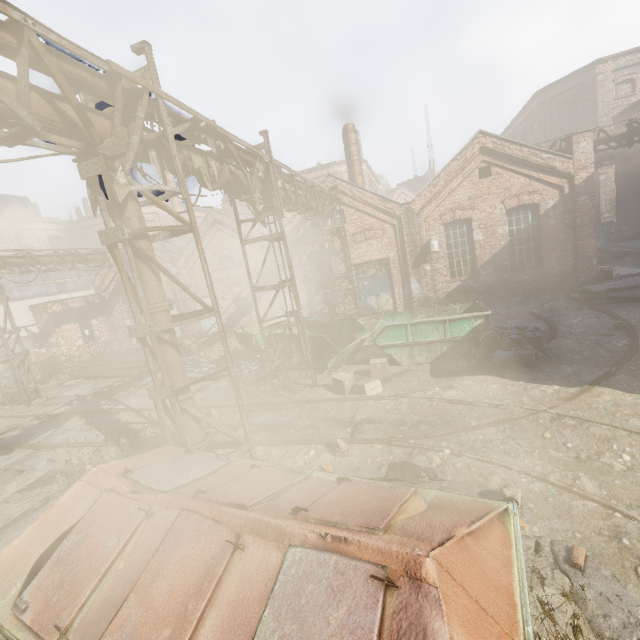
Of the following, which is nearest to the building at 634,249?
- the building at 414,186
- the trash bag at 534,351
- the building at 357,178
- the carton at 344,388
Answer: the trash bag at 534,351

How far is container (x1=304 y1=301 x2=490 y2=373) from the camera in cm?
936

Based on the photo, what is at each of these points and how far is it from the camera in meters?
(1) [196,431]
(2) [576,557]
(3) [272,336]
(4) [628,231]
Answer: (1) pipe, 5.2 m
(2) instancedfoliageactor, 3.4 m
(3) container, 12.1 m
(4) trash bag, 19.5 m

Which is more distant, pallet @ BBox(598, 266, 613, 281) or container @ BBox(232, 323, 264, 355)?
pallet @ BBox(598, 266, 613, 281)

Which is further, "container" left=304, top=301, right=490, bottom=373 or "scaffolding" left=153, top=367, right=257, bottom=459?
"container" left=304, top=301, right=490, bottom=373

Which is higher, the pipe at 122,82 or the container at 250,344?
the pipe at 122,82

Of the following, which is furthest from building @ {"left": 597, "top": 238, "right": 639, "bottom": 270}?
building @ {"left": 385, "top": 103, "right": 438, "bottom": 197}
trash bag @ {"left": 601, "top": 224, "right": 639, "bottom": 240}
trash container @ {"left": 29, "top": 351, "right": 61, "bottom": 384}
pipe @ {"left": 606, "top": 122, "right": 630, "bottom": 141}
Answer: trash container @ {"left": 29, "top": 351, "right": 61, "bottom": 384}

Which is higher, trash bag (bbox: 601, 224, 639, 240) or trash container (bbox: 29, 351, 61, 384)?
trash bag (bbox: 601, 224, 639, 240)
